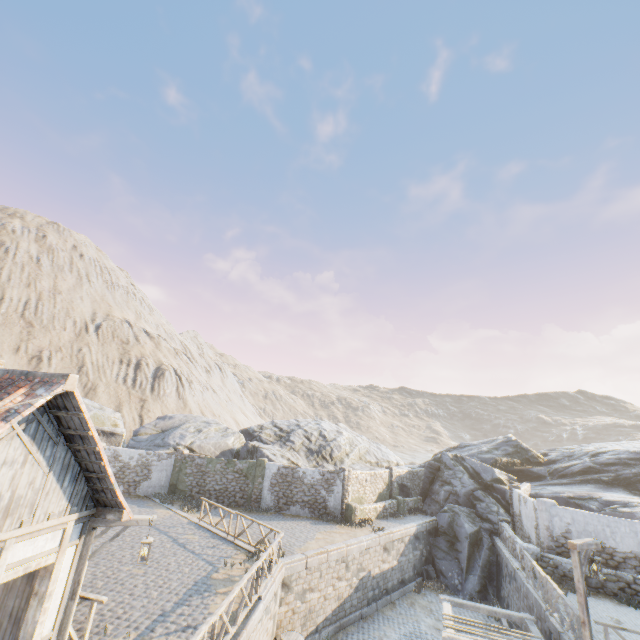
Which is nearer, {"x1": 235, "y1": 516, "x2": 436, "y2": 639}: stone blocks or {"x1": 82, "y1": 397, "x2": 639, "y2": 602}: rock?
{"x1": 235, "y1": 516, "x2": 436, "y2": 639}: stone blocks

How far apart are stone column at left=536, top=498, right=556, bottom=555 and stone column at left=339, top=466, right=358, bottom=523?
9.8 meters

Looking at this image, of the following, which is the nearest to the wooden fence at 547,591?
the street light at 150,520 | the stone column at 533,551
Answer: the stone column at 533,551

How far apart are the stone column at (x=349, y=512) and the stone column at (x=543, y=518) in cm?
983

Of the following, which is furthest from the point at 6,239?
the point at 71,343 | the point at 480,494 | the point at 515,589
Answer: the point at 515,589

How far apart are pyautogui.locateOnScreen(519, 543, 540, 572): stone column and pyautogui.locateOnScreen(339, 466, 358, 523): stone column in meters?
8.9 m

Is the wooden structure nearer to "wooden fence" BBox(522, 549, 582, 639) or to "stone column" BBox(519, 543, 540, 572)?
"wooden fence" BBox(522, 549, 582, 639)

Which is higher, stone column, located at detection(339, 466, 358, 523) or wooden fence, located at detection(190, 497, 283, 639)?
wooden fence, located at detection(190, 497, 283, 639)
